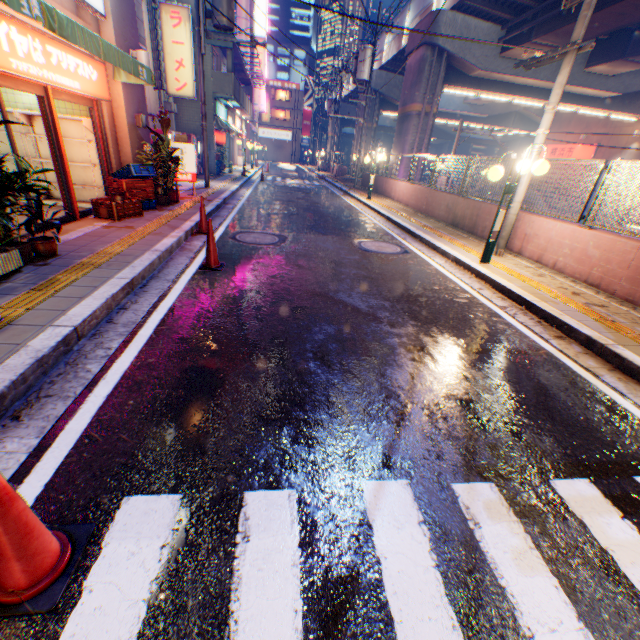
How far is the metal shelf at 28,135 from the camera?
7.3m

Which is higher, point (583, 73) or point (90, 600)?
point (583, 73)

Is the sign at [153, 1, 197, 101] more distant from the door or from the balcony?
the door

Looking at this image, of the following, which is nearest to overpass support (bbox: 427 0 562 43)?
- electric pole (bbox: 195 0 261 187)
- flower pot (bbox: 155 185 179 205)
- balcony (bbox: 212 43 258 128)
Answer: electric pole (bbox: 195 0 261 187)

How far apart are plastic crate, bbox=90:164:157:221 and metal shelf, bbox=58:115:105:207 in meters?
0.3 m

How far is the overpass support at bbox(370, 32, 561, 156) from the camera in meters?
18.1 m

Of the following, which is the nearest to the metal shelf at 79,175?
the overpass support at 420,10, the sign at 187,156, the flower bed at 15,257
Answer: the sign at 187,156

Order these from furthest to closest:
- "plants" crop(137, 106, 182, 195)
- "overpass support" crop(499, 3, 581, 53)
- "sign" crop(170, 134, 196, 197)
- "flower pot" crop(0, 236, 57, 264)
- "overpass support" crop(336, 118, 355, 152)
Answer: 1. "overpass support" crop(336, 118, 355, 152)
2. "overpass support" crop(499, 3, 581, 53)
3. "sign" crop(170, 134, 196, 197)
4. "plants" crop(137, 106, 182, 195)
5. "flower pot" crop(0, 236, 57, 264)
